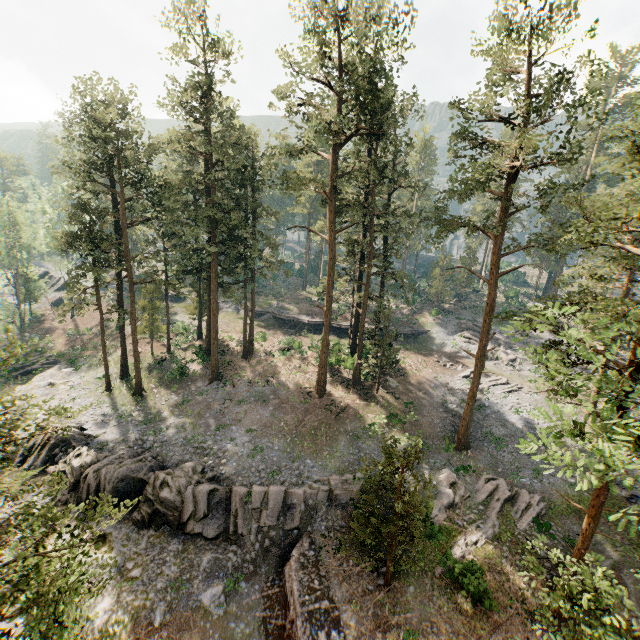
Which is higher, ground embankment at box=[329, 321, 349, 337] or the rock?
ground embankment at box=[329, 321, 349, 337]

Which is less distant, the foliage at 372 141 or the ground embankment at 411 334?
the foliage at 372 141

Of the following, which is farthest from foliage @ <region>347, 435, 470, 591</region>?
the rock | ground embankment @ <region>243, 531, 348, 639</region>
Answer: the rock

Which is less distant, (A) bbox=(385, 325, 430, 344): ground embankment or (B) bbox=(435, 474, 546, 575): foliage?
(B) bbox=(435, 474, 546, 575): foliage

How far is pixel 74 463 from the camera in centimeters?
2188cm

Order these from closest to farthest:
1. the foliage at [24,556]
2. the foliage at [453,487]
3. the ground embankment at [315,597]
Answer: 1. the foliage at [24,556]
2. the foliage at [453,487]
3. the ground embankment at [315,597]

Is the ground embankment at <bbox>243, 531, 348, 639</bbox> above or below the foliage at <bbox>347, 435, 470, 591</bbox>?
below

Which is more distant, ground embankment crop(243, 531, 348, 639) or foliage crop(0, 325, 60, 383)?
ground embankment crop(243, 531, 348, 639)
